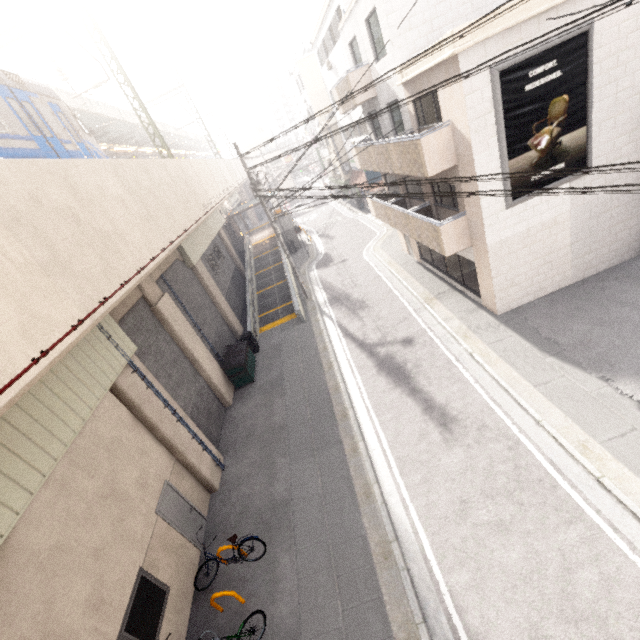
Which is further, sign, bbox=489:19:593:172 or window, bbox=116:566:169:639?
sign, bbox=489:19:593:172

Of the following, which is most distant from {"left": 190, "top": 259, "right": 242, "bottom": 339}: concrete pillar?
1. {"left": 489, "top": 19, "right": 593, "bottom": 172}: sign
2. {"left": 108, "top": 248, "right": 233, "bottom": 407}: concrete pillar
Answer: {"left": 489, "top": 19, "right": 593, "bottom": 172}: sign

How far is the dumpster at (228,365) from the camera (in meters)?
14.63

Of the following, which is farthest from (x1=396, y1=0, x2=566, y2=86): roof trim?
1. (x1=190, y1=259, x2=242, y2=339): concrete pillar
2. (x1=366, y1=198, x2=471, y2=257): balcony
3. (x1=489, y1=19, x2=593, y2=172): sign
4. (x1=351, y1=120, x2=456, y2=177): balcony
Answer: (x1=190, y1=259, x2=242, y2=339): concrete pillar

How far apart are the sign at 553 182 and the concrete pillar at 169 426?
12.52m

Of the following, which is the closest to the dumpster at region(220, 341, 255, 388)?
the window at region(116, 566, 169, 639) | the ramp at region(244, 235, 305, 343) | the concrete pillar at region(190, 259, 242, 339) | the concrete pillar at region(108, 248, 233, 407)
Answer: the concrete pillar at region(108, 248, 233, 407)

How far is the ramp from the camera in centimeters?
1941cm

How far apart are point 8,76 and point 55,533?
11.0 meters
